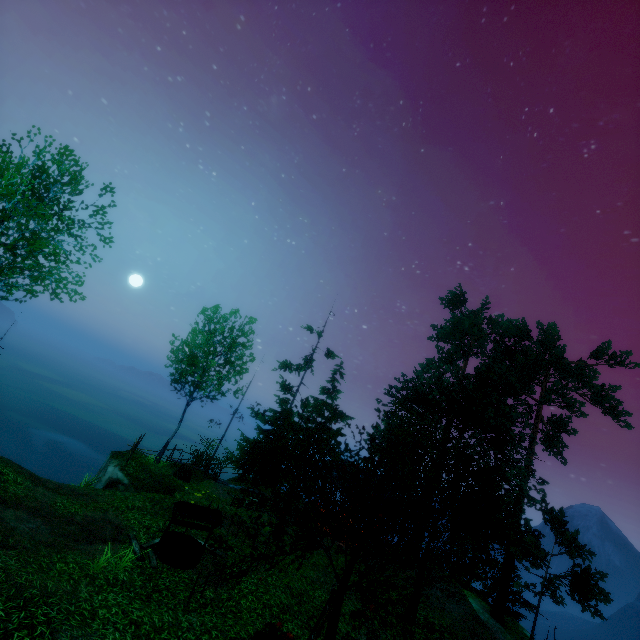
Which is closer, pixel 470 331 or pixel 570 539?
pixel 570 539

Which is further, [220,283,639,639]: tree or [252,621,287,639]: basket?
[220,283,639,639]: tree

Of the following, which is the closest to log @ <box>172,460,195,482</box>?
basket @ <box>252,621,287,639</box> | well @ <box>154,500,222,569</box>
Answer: well @ <box>154,500,222,569</box>

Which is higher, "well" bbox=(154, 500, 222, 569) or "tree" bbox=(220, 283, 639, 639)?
"tree" bbox=(220, 283, 639, 639)

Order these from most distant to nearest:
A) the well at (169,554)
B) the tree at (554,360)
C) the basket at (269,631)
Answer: the well at (169,554) < the tree at (554,360) < the basket at (269,631)

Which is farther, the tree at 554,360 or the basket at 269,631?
the tree at 554,360

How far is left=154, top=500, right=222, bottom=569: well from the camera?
10.5m

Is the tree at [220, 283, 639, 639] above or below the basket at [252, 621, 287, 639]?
above
